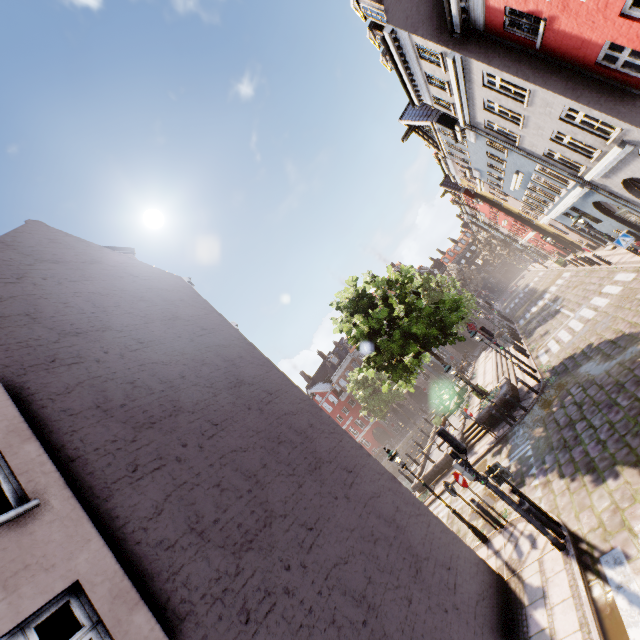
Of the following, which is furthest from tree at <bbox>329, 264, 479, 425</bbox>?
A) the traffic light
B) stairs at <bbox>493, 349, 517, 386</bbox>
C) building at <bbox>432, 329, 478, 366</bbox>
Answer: the traffic light

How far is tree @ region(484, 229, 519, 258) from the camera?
55.3 meters

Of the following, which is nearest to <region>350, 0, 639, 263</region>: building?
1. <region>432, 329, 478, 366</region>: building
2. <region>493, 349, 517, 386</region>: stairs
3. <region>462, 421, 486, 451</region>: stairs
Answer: <region>493, 349, 517, 386</region>: stairs

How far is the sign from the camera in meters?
13.3 m

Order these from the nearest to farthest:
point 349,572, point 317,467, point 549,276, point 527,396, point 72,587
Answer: point 72,587, point 349,572, point 317,467, point 527,396, point 549,276

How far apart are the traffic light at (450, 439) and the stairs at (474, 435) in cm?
1018

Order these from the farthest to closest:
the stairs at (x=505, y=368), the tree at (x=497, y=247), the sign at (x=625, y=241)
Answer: the tree at (x=497, y=247)
the stairs at (x=505, y=368)
the sign at (x=625, y=241)

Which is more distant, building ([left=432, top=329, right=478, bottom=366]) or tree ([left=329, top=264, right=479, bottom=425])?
building ([left=432, top=329, right=478, bottom=366])
